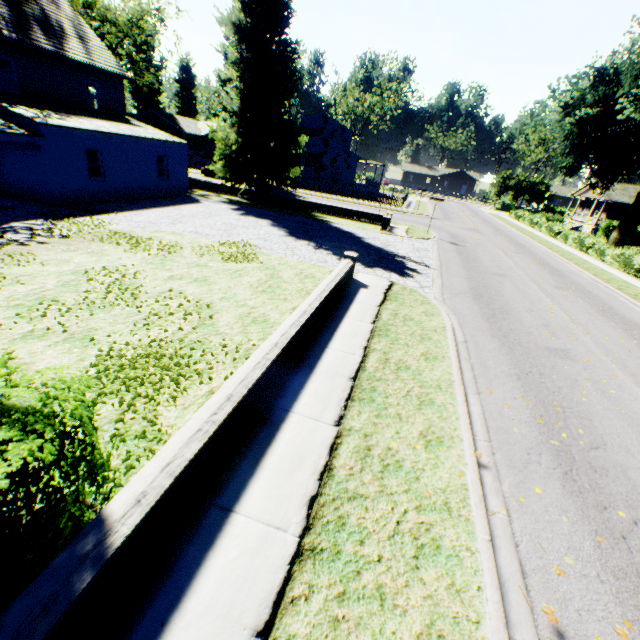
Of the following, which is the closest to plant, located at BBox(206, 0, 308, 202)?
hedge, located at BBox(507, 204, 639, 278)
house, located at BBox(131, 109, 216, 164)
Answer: house, located at BBox(131, 109, 216, 164)

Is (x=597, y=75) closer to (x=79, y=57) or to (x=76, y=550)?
(x=79, y=57)

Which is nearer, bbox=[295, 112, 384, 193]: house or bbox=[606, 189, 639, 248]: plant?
bbox=[606, 189, 639, 248]: plant

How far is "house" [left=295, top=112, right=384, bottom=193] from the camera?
42.41m

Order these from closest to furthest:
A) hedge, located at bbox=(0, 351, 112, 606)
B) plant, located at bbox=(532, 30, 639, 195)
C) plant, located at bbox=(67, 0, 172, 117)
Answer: hedge, located at bbox=(0, 351, 112, 606) → plant, located at bbox=(532, 30, 639, 195) → plant, located at bbox=(67, 0, 172, 117)

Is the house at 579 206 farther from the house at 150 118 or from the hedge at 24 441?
the house at 150 118

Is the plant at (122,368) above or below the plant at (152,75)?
below
